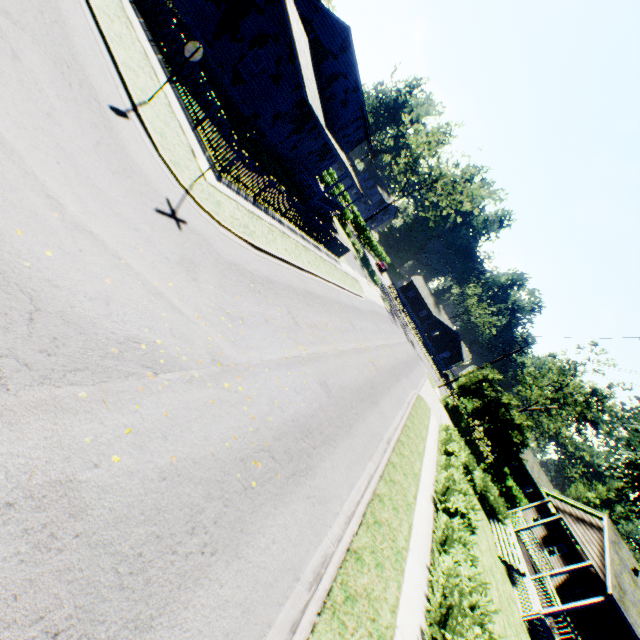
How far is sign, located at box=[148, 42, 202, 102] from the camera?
9.3 meters

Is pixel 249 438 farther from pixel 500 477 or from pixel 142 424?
pixel 500 477

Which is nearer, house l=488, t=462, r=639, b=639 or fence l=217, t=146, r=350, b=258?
fence l=217, t=146, r=350, b=258

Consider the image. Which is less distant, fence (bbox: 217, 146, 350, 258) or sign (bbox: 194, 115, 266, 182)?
sign (bbox: 194, 115, 266, 182)

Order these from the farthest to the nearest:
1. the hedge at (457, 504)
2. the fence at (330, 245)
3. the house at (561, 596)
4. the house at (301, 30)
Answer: the house at (301, 30) < the house at (561, 596) < the fence at (330, 245) < the hedge at (457, 504)

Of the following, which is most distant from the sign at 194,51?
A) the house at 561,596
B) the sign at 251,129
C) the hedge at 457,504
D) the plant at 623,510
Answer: the house at 561,596

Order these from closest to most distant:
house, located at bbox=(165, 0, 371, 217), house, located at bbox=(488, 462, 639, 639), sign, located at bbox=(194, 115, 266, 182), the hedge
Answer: the hedge < sign, located at bbox=(194, 115, 266, 182) < house, located at bbox=(488, 462, 639, 639) < house, located at bbox=(165, 0, 371, 217)

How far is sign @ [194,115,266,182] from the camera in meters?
8.9
